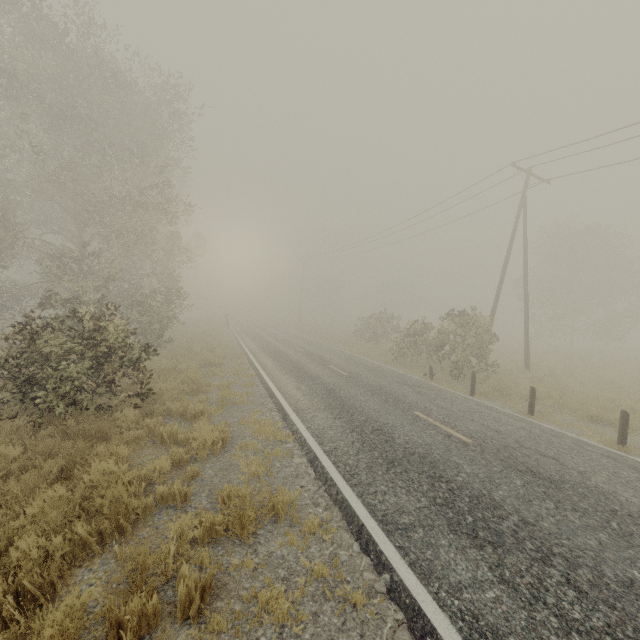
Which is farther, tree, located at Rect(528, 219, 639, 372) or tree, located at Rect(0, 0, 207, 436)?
tree, located at Rect(528, 219, 639, 372)

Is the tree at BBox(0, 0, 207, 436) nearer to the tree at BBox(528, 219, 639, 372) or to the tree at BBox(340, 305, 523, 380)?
the tree at BBox(340, 305, 523, 380)

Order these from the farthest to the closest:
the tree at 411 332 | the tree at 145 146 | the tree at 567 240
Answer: the tree at 567 240 < the tree at 411 332 < the tree at 145 146

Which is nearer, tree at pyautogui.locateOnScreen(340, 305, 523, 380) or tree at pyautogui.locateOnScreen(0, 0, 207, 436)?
tree at pyautogui.locateOnScreen(0, 0, 207, 436)

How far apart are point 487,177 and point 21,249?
25.6m

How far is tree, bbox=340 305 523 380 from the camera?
16.0 meters

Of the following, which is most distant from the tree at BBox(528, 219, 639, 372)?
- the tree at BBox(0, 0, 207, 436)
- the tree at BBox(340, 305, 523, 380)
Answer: the tree at BBox(0, 0, 207, 436)

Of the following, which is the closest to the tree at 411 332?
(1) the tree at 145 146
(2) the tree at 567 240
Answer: (1) the tree at 145 146
